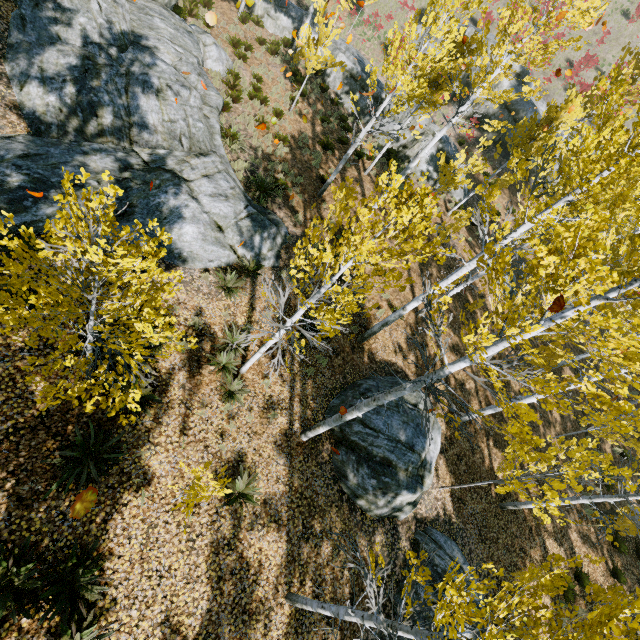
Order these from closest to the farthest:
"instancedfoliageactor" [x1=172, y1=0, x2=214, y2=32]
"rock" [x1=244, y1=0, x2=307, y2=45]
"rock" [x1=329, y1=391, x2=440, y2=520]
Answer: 1. "rock" [x1=329, y1=391, x2=440, y2=520]
2. "instancedfoliageactor" [x1=172, y1=0, x2=214, y2=32]
3. "rock" [x1=244, y1=0, x2=307, y2=45]

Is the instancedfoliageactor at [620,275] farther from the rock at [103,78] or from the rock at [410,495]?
the rock at [410,495]

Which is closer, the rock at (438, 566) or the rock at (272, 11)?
the rock at (438, 566)

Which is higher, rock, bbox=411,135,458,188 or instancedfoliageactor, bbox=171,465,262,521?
rock, bbox=411,135,458,188

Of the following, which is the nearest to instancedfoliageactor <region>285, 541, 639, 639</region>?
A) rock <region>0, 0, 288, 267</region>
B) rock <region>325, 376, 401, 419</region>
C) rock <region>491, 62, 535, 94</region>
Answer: rock <region>0, 0, 288, 267</region>

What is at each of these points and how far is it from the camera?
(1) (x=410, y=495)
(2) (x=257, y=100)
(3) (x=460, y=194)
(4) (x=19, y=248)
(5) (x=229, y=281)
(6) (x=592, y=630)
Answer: (1) rock, 8.80m
(2) instancedfoliageactor, 15.38m
(3) rock, 20.39m
(4) instancedfoliageactor, 3.48m
(5) instancedfoliageactor, 9.02m
(6) instancedfoliageactor, 2.71m

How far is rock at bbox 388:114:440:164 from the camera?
19.28m
